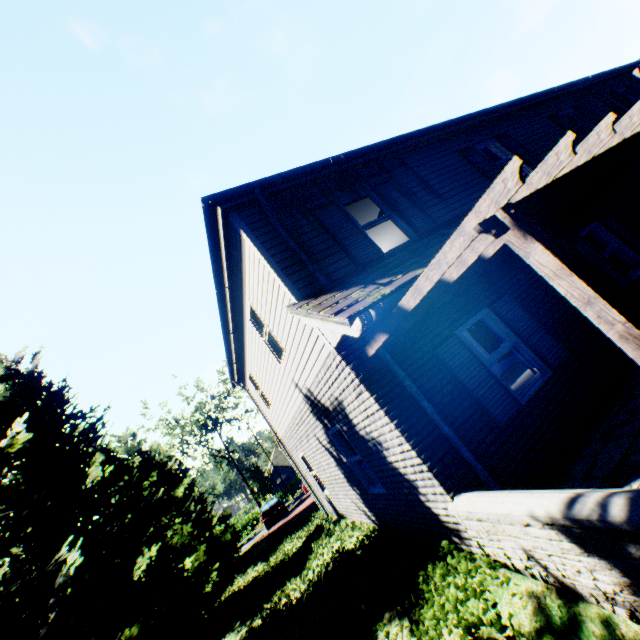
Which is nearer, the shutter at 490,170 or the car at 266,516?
the shutter at 490,170

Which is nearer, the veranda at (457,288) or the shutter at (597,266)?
the veranda at (457,288)

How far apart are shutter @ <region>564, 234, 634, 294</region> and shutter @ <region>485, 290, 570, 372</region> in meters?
2.6 m

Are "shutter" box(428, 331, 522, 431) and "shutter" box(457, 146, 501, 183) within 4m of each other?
no

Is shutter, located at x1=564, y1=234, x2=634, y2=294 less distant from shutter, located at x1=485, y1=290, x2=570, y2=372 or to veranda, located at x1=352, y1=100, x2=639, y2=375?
veranda, located at x1=352, y1=100, x2=639, y2=375

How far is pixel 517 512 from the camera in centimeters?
327cm

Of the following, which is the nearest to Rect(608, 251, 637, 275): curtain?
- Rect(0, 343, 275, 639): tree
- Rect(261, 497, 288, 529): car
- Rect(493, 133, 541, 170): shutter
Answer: Rect(493, 133, 541, 170): shutter

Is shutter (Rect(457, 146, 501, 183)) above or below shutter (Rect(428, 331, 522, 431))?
above
